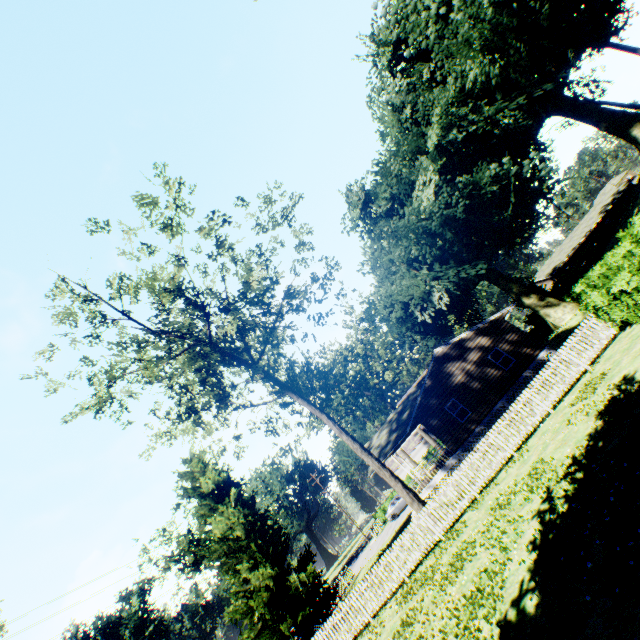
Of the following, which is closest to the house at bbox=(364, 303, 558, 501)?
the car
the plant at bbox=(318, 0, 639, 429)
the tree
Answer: the plant at bbox=(318, 0, 639, 429)

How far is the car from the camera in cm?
3706

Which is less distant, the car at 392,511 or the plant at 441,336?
the plant at 441,336

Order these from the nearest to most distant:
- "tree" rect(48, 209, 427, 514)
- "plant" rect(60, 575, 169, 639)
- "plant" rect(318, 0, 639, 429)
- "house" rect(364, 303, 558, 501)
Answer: "tree" rect(48, 209, 427, 514) < "house" rect(364, 303, 558, 501) < "plant" rect(318, 0, 639, 429) < "plant" rect(60, 575, 169, 639)

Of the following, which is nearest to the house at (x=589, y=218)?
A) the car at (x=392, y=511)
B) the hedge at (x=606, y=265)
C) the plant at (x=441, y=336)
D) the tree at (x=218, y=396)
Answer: the hedge at (x=606, y=265)

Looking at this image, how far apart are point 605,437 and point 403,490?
10.67m

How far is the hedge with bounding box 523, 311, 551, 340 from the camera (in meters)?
40.52

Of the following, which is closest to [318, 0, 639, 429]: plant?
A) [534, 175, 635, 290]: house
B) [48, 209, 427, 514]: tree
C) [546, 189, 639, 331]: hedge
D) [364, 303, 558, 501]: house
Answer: [546, 189, 639, 331]: hedge
